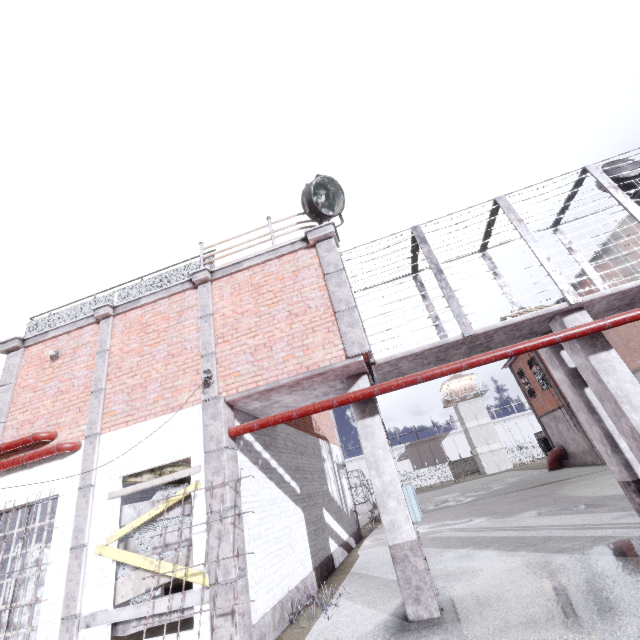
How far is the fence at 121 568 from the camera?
5.77m

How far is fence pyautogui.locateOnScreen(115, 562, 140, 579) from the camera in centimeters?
577cm

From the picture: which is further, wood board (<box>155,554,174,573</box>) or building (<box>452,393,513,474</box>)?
building (<box>452,393,513,474</box>)

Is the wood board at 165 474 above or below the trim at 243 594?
above

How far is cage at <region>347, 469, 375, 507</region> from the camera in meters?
31.5

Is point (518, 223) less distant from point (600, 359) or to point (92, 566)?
point (600, 359)

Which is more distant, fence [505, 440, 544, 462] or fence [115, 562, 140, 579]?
fence [505, 440, 544, 462]

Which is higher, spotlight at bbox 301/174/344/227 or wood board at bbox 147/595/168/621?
spotlight at bbox 301/174/344/227
